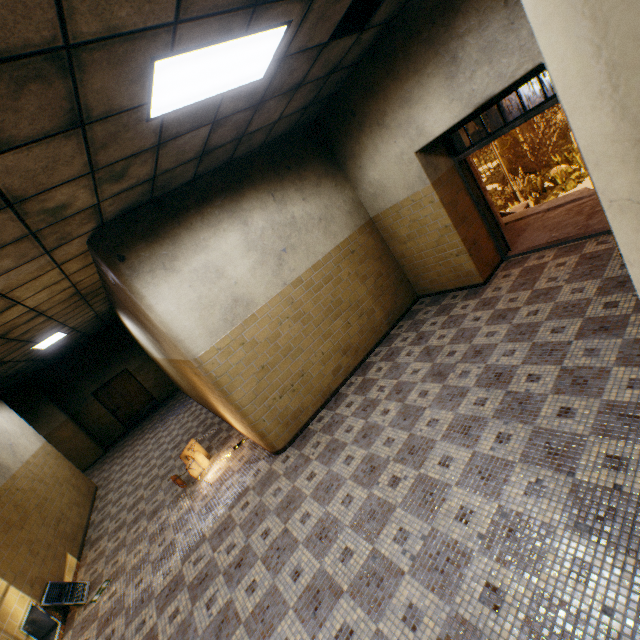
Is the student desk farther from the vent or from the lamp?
the lamp

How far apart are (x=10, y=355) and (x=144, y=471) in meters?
4.0

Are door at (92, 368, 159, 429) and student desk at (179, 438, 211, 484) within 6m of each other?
no

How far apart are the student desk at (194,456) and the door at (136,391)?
9.9m

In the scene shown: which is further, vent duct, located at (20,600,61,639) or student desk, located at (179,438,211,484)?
student desk, located at (179,438,211,484)

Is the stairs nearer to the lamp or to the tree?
the lamp

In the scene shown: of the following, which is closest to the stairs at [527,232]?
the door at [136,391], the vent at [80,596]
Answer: the vent at [80,596]

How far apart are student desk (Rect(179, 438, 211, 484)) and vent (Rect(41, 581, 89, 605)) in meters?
1.9
